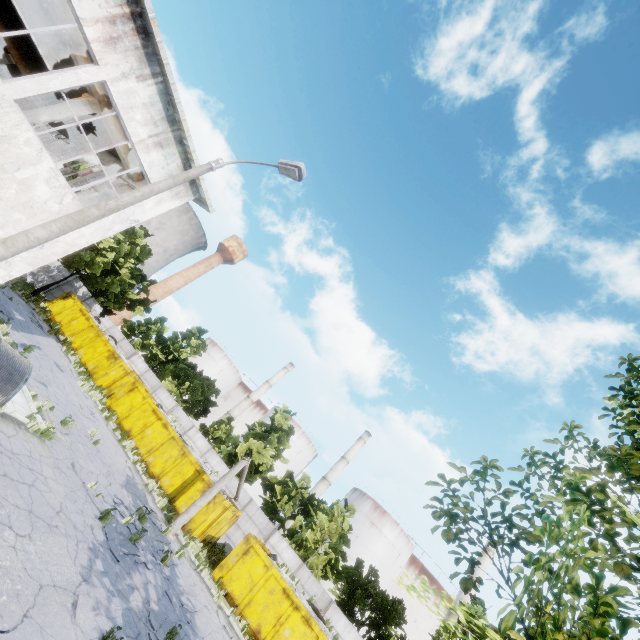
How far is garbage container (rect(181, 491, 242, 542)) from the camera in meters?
18.3

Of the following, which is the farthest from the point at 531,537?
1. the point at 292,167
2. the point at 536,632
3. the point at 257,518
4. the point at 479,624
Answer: the point at 257,518

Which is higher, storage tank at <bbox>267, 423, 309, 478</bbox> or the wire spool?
storage tank at <bbox>267, 423, 309, 478</bbox>

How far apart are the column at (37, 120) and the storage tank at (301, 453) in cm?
5402

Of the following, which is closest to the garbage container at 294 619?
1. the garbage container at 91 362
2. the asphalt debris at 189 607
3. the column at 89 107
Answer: the garbage container at 91 362

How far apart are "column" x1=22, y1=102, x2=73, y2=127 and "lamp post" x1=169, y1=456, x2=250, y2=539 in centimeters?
1706cm

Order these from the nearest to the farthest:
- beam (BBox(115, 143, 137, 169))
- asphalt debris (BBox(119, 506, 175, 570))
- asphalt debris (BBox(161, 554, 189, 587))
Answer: asphalt debris (BBox(119, 506, 175, 570)) → asphalt debris (BBox(161, 554, 189, 587)) → beam (BBox(115, 143, 137, 169))

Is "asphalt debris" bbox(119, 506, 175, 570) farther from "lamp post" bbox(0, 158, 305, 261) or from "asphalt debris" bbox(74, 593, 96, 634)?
"lamp post" bbox(0, 158, 305, 261)
